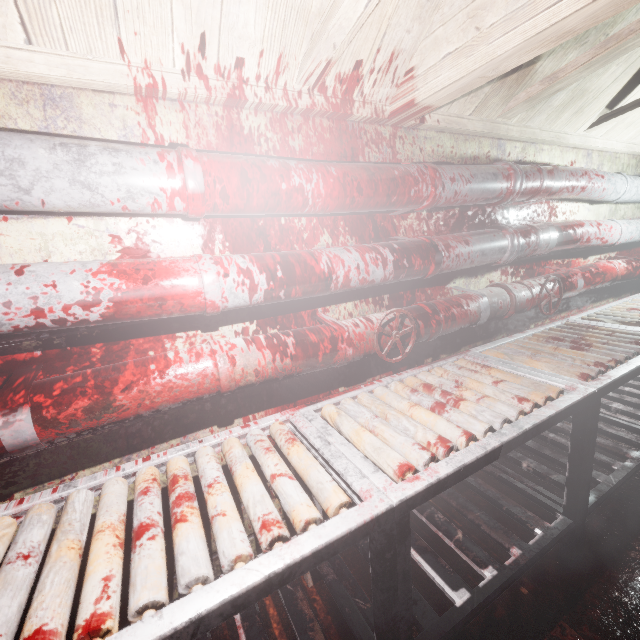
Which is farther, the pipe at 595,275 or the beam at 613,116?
the beam at 613,116

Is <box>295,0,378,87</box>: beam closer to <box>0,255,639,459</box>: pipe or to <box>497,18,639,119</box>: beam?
<box>497,18,639,119</box>: beam

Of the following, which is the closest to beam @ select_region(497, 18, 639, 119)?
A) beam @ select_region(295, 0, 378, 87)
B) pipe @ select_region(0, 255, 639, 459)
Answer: beam @ select_region(295, 0, 378, 87)

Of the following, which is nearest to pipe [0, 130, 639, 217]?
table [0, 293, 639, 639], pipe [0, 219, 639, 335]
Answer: pipe [0, 219, 639, 335]

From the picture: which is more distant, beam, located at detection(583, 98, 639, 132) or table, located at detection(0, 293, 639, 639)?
beam, located at detection(583, 98, 639, 132)

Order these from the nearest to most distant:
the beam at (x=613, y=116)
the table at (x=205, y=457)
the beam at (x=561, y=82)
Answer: the table at (x=205, y=457) → the beam at (x=561, y=82) → the beam at (x=613, y=116)

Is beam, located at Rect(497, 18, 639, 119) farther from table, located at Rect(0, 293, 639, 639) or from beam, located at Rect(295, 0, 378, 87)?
table, located at Rect(0, 293, 639, 639)

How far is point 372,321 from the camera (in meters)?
1.45
